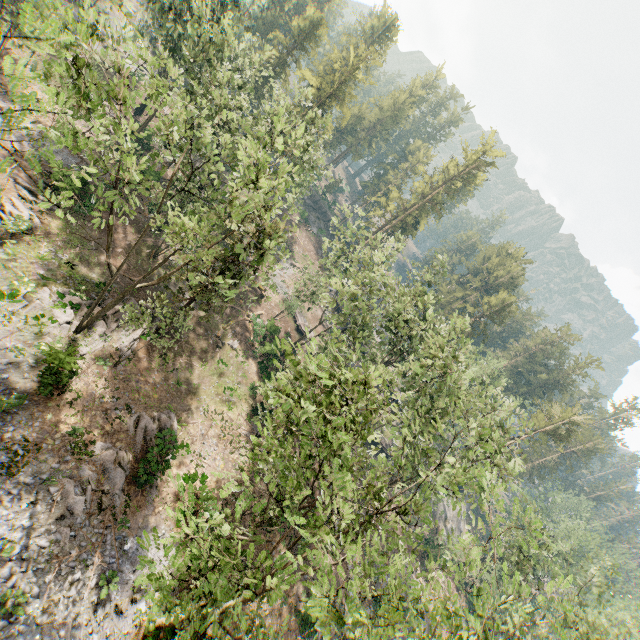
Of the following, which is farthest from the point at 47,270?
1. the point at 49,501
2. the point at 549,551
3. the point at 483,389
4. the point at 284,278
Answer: the point at 549,551

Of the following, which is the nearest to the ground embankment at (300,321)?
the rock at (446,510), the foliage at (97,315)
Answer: the foliage at (97,315)

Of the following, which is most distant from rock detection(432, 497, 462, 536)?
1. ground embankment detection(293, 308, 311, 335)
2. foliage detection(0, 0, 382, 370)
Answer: ground embankment detection(293, 308, 311, 335)

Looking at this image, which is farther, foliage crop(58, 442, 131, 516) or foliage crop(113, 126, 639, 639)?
foliage crop(58, 442, 131, 516)

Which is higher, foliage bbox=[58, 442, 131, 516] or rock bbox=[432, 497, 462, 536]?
rock bbox=[432, 497, 462, 536]

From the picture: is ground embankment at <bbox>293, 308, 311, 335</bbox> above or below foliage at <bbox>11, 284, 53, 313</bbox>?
above

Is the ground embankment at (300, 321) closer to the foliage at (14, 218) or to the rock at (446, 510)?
the foliage at (14, 218)
